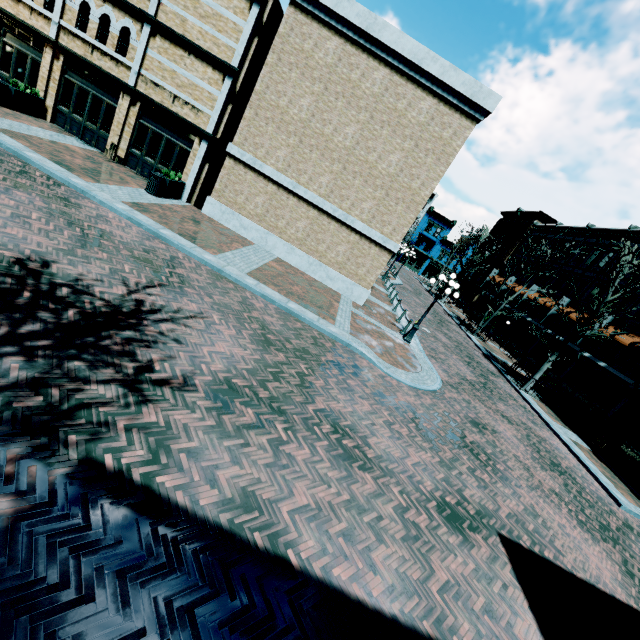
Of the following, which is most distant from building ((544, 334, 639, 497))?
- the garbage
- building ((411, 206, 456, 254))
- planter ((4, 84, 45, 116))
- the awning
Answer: building ((411, 206, 456, 254))

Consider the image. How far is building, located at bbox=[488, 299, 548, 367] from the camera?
28.66m

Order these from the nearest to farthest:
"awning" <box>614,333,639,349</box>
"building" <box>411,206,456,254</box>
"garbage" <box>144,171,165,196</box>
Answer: "garbage" <box>144,171,165,196</box>, "awning" <box>614,333,639,349</box>, "building" <box>411,206,456,254</box>

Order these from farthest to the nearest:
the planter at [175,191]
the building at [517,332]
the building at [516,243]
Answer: the building at [517,332] < the building at [516,243] < the planter at [175,191]

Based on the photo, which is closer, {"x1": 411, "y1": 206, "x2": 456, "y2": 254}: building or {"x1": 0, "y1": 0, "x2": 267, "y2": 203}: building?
{"x1": 0, "y1": 0, "x2": 267, "y2": 203}: building

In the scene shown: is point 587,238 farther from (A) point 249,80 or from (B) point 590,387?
(A) point 249,80

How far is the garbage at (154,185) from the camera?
13.6 meters

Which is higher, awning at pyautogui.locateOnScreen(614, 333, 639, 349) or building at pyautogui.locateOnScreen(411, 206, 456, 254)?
building at pyautogui.locateOnScreen(411, 206, 456, 254)
